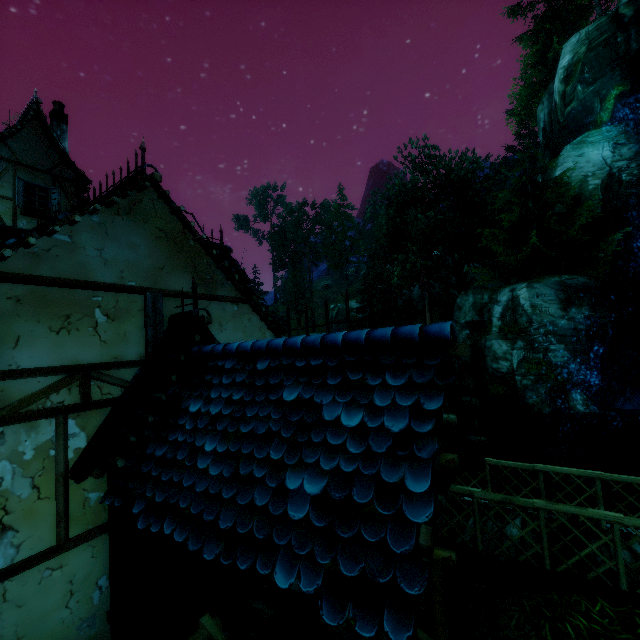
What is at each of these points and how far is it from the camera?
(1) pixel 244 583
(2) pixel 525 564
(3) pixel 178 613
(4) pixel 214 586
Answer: (1) doorway, 4.8 meters
(2) wooden platform, 5.0 meters
(3) doorway, 3.9 meters
(4) door, 4.4 meters

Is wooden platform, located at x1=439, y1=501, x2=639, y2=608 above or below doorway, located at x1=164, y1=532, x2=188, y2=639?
below

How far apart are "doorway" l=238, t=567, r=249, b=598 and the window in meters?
13.0 m

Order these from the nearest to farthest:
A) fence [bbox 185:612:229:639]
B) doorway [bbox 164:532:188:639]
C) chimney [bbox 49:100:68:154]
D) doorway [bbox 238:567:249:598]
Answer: fence [bbox 185:612:229:639], doorway [bbox 164:532:188:639], doorway [bbox 238:567:249:598], chimney [bbox 49:100:68:154]

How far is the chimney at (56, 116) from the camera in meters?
13.9 m

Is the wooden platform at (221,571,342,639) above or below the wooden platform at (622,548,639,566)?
below

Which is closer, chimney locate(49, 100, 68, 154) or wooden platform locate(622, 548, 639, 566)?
wooden platform locate(622, 548, 639, 566)

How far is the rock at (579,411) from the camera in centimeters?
1662cm
